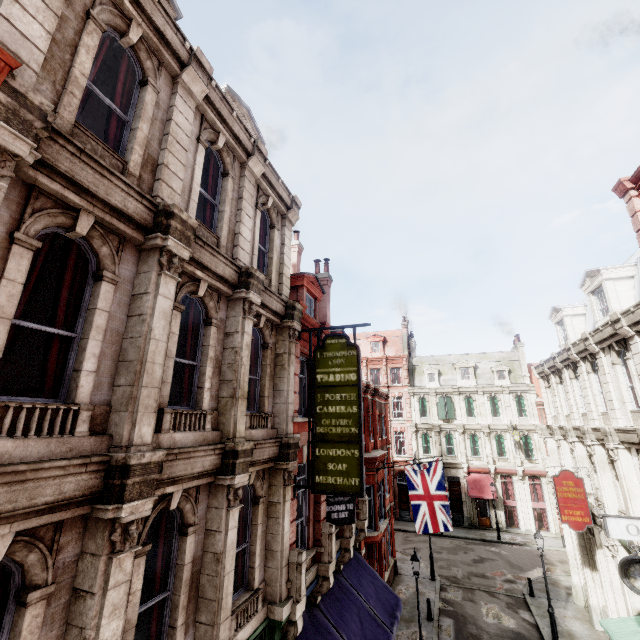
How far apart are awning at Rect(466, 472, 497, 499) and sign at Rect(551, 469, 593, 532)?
18.72m

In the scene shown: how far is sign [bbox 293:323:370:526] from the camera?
8.7m

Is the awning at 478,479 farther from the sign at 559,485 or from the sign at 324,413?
the sign at 324,413

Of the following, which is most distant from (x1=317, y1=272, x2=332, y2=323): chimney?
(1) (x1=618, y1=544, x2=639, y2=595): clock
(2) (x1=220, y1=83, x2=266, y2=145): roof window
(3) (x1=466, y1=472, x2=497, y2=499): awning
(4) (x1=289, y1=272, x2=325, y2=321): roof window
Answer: (3) (x1=466, y1=472, x2=497, y2=499): awning

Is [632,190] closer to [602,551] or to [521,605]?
[602,551]

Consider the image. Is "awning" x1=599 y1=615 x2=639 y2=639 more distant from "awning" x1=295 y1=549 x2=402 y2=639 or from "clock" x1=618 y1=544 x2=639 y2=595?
"awning" x1=295 y1=549 x2=402 y2=639

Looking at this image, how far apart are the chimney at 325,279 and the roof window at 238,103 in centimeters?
787cm

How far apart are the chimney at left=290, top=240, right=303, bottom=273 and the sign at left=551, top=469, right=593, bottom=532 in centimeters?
1617cm
